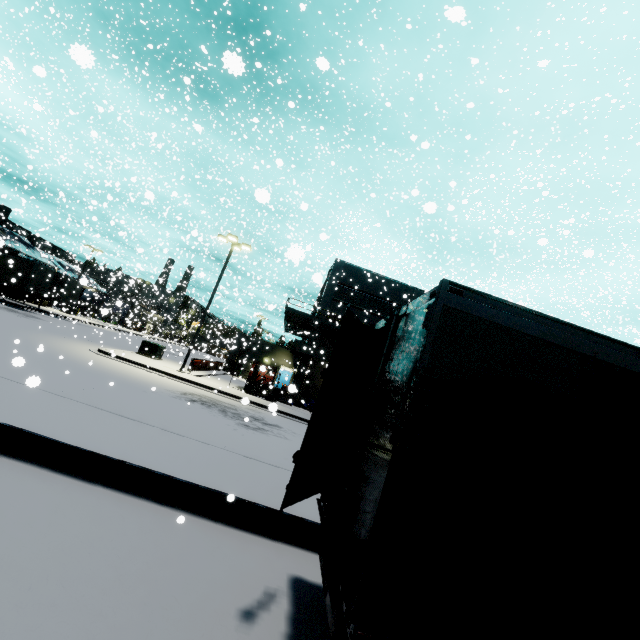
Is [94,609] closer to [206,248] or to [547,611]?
[547,611]

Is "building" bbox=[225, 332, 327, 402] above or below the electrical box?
above

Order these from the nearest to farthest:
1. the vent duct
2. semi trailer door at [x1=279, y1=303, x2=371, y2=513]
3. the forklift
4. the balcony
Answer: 1. semi trailer door at [x1=279, y1=303, x2=371, y2=513]
2. the forklift
3. the balcony
4. the vent duct

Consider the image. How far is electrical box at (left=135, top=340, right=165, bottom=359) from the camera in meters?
23.6

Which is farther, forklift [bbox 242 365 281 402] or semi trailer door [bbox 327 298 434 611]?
forklift [bbox 242 365 281 402]

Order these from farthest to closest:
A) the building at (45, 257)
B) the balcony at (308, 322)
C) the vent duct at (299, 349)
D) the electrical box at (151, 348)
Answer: the building at (45, 257), the vent duct at (299, 349), the balcony at (308, 322), the electrical box at (151, 348)

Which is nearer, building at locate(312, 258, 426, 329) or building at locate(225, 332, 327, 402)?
building at locate(225, 332, 327, 402)

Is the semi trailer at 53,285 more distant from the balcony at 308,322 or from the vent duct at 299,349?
the balcony at 308,322
